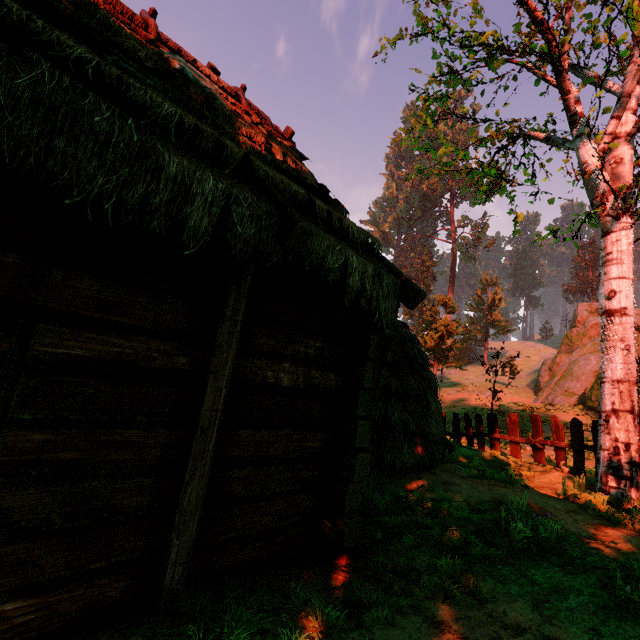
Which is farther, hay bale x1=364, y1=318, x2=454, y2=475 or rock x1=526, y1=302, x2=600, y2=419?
rock x1=526, y1=302, x2=600, y2=419

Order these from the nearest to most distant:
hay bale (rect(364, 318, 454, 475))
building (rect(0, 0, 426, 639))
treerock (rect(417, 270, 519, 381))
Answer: building (rect(0, 0, 426, 639))
hay bale (rect(364, 318, 454, 475))
treerock (rect(417, 270, 519, 381))

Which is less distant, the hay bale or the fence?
the hay bale

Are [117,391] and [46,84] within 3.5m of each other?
yes

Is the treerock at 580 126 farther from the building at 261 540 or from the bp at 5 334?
the bp at 5 334

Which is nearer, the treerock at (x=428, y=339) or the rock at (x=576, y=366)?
the rock at (x=576, y=366)

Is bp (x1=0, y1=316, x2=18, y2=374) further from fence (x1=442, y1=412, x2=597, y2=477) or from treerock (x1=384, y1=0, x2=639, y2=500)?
fence (x1=442, y1=412, x2=597, y2=477)

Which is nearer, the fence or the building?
the building
